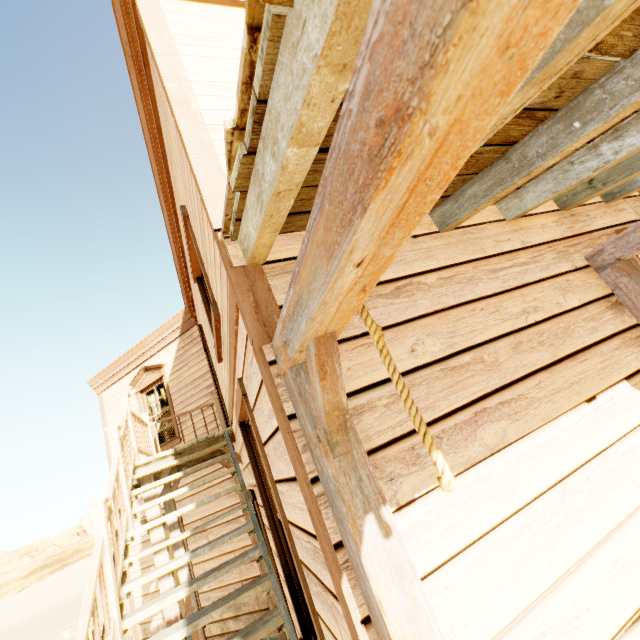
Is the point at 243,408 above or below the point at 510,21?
above

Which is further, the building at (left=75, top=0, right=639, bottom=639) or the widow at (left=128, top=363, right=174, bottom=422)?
the widow at (left=128, top=363, right=174, bottom=422)

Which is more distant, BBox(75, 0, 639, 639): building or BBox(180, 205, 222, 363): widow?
BBox(180, 205, 222, 363): widow

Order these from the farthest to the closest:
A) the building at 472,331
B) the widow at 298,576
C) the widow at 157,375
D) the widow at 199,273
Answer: the widow at 157,375 → the widow at 199,273 → the widow at 298,576 → the building at 472,331

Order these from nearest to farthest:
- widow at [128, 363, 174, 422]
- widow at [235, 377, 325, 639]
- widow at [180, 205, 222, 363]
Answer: widow at [235, 377, 325, 639] → widow at [180, 205, 222, 363] → widow at [128, 363, 174, 422]

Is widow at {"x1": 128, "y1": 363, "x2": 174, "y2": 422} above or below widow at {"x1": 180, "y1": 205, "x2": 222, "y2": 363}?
above

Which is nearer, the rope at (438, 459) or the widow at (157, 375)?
the rope at (438, 459)

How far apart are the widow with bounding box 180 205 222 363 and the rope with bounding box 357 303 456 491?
2.0 meters
